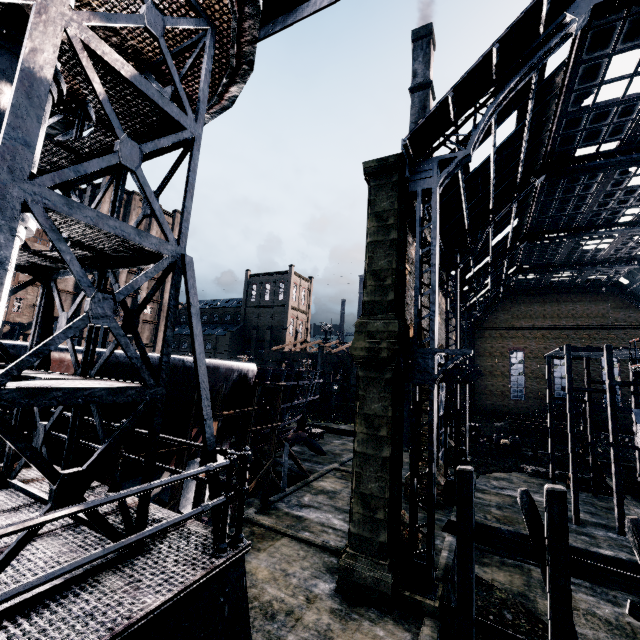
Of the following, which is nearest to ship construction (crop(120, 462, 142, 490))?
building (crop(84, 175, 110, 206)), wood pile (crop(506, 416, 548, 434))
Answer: wood pile (crop(506, 416, 548, 434))

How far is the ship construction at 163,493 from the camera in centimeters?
1398cm

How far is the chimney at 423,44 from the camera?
48.1 meters

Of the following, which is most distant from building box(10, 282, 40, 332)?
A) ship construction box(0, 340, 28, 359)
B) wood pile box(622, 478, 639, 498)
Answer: wood pile box(622, 478, 639, 498)

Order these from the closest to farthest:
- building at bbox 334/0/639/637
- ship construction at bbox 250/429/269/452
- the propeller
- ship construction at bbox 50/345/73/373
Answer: ship construction at bbox 50/345/73/373 < building at bbox 334/0/639/637 < ship construction at bbox 250/429/269/452 < the propeller

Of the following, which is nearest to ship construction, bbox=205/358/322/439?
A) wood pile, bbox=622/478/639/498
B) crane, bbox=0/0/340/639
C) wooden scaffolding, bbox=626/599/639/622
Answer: crane, bbox=0/0/340/639

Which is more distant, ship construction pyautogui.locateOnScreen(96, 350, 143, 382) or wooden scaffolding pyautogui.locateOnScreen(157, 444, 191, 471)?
wooden scaffolding pyautogui.locateOnScreen(157, 444, 191, 471)

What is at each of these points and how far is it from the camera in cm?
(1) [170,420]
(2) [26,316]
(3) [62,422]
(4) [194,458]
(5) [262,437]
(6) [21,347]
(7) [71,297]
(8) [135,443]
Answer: (1) ship construction, 1301
(2) building, 4738
(3) ship construction, 930
(4) ship construction, 1563
(5) ship construction, 2591
(6) ship construction, 814
(7) building, 5253
(8) ship construction, 1178
